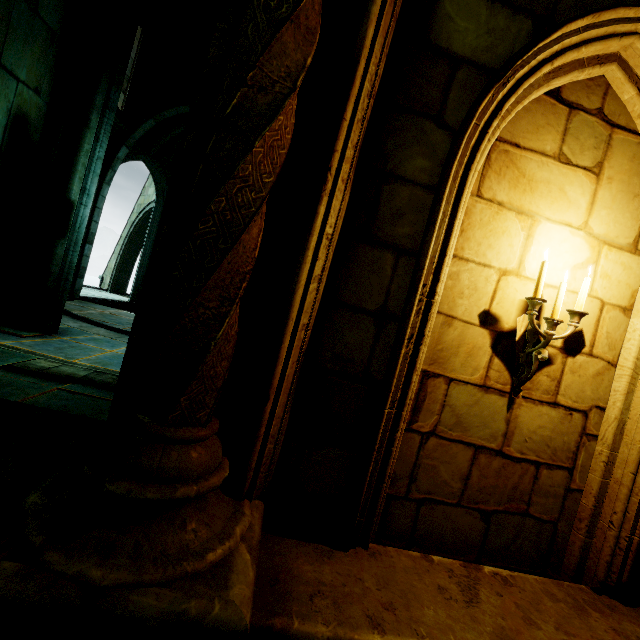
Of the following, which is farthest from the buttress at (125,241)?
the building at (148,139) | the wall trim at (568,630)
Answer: the wall trim at (568,630)

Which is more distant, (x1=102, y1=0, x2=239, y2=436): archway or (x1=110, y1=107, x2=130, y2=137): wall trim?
(x1=110, y1=107, x2=130, y2=137): wall trim

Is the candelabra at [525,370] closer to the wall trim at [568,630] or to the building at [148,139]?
the wall trim at [568,630]

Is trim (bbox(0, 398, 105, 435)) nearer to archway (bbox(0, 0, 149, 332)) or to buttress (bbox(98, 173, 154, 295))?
archway (bbox(0, 0, 149, 332))

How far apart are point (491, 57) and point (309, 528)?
3.3m

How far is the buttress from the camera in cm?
1465

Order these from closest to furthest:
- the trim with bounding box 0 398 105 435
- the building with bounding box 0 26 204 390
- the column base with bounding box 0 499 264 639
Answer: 1. the column base with bounding box 0 499 264 639
2. the trim with bounding box 0 398 105 435
3. the building with bounding box 0 26 204 390

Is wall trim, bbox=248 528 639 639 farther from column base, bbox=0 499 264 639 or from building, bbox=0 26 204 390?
building, bbox=0 26 204 390
